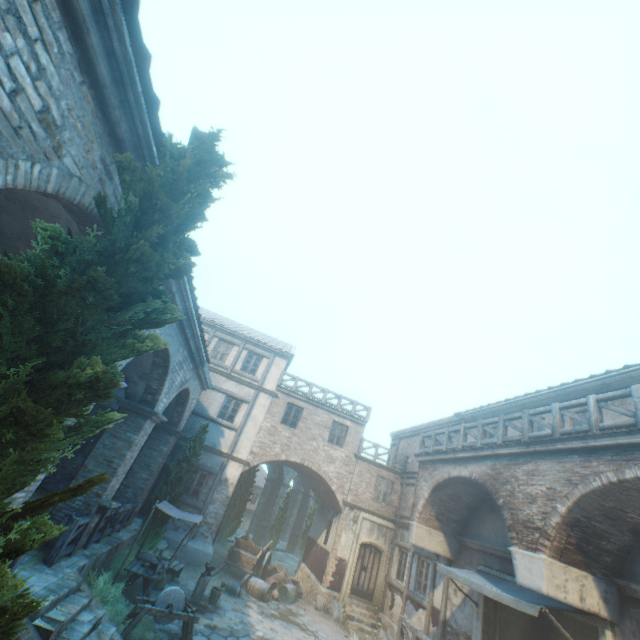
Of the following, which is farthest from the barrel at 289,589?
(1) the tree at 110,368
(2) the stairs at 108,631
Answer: (2) the stairs at 108,631

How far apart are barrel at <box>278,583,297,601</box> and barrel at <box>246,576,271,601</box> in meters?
1.1 m

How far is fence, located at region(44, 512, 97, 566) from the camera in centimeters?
759cm

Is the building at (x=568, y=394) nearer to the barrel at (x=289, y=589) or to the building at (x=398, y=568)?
the building at (x=398, y=568)

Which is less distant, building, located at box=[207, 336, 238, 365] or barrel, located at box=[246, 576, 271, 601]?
barrel, located at box=[246, 576, 271, 601]

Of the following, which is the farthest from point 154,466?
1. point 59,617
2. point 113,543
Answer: point 59,617

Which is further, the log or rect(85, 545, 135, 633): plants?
the log

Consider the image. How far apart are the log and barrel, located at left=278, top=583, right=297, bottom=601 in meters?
5.1
